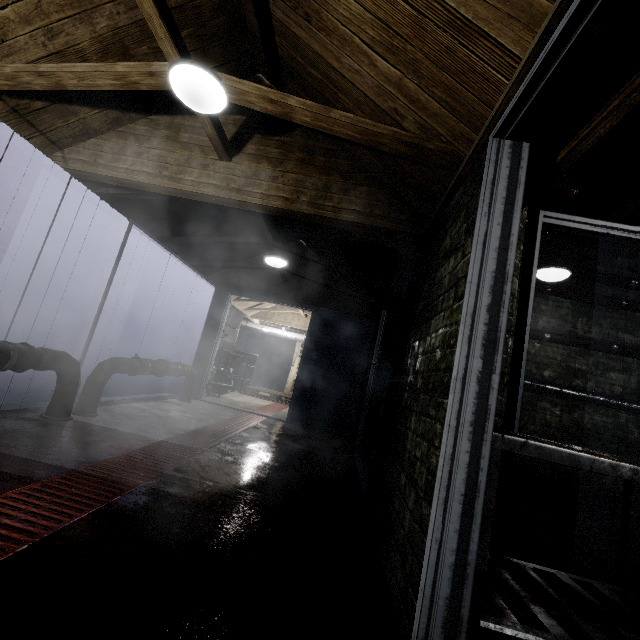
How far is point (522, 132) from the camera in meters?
1.2

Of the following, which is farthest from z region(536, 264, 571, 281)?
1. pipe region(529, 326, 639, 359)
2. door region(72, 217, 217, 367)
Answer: door region(72, 217, 217, 367)

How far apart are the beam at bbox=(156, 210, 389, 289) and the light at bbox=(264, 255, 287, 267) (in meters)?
0.01

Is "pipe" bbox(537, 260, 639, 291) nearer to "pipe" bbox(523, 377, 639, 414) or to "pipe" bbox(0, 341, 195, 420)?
"pipe" bbox(523, 377, 639, 414)

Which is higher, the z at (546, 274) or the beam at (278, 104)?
the z at (546, 274)

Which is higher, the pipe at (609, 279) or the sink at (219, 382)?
the pipe at (609, 279)

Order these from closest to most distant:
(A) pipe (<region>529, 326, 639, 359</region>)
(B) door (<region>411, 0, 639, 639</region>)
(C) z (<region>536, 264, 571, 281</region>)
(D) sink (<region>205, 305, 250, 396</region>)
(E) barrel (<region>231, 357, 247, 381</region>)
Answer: (B) door (<region>411, 0, 639, 639</region>) < (C) z (<region>536, 264, 571, 281</region>) < (A) pipe (<region>529, 326, 639, 359</region>) < (D) sink (<region>205, 305, 250, 396</region>) < (E) barrel (<region>231, 357, 247, 381</region>)

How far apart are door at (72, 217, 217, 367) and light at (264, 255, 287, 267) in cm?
116
